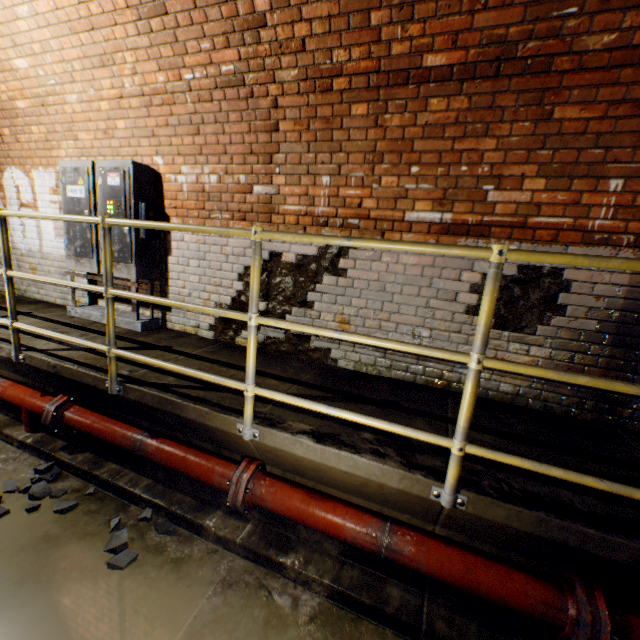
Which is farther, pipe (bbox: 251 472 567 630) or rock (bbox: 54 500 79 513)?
rock (bbox: 54 500 79 513)

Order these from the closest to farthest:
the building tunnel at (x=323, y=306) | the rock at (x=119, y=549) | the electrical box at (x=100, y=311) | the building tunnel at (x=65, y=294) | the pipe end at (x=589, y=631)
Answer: the pipe end at (x=589, y=631) → the rock at (x=119, y=549) → the building tunnel at (x=323, y=306) → the electrical box at (x=100, y=311) → the building tunnel at (x=65, y=294)

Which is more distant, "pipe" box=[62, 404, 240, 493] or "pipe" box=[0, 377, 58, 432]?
"pipe" box=[0, 377, 58, 432]

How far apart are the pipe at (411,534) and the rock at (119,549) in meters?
0.8 m

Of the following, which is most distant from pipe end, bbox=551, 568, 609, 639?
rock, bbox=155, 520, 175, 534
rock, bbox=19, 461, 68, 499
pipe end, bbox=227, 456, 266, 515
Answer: rock, bbox=19, 461, 68, 499

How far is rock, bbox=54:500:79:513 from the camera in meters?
2.5

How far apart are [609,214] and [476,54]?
1.5 meters

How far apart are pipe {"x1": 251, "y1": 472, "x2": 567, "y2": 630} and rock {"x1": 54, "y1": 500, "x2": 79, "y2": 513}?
1.5 meters
